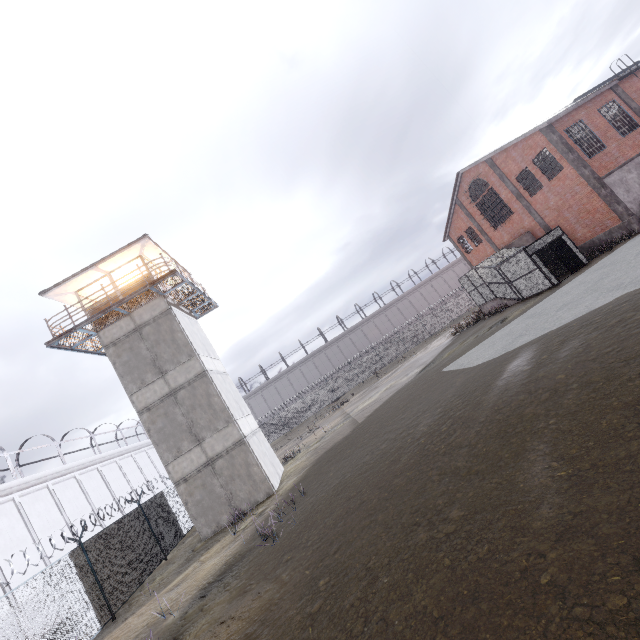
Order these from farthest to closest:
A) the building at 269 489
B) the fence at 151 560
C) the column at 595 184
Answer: the column at 595 184
the building at 269 489
the fence at 151 560

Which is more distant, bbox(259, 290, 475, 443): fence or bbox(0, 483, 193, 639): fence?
bbox(259, 290, 475, 443): fence

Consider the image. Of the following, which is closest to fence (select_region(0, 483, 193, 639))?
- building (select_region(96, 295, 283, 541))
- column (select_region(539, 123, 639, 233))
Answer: building (select_region(96, 295, 283, 541))

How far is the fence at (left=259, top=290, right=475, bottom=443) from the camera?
43.3 meters

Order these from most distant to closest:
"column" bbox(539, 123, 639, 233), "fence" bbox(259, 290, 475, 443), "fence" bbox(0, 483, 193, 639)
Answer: "fence" bbox(259, 290, 475, 443) → "column" bbox(539, 123, 639, 233) → "fence" bbox(0, 483, 193, 639)

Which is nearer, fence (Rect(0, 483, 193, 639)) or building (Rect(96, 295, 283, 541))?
fence (Rect(0, 483, 193, 639))

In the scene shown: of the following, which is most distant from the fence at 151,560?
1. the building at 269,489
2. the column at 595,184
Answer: the column at 595,184

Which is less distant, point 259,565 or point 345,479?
point 259,565
